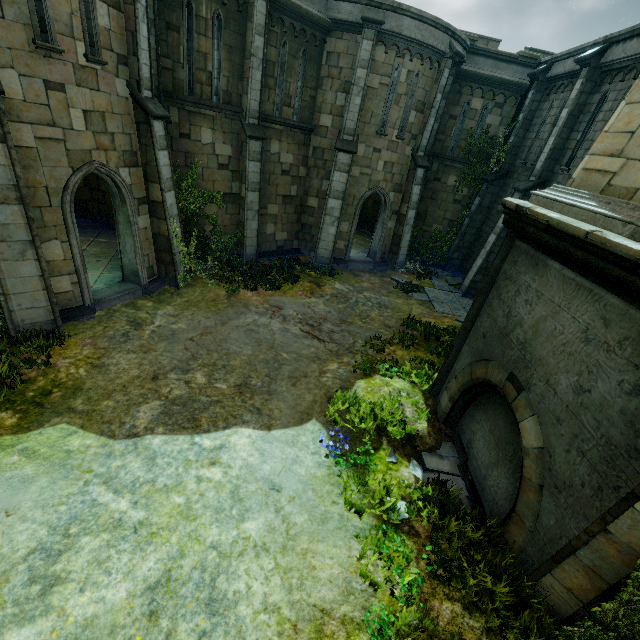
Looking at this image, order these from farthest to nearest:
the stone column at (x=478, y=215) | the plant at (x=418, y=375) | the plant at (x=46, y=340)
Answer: the stone column at (x=478, y=215)
the plant at (x=418, y=375)
the plant at (x=46, y=340)

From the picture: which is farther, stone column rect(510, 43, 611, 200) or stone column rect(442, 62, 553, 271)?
stone column rect(442, 62, 553, 271)

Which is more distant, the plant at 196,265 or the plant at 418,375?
the plant at 196,265

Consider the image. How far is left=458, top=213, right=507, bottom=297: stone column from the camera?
14.6m

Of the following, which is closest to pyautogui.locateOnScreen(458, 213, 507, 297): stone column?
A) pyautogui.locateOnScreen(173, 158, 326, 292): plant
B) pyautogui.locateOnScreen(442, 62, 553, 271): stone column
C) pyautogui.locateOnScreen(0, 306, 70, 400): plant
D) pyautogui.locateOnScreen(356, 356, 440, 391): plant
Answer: pyautogui.locateOnScreen(442, 62, 553, 271): stone column

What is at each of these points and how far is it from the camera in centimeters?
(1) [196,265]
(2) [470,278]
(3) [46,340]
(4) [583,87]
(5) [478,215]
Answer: (1) plant, 1255cm
(2) stone column, 1580cm
(3) plant, 776cm
(4) stone column, 1179cm
(5) stone column, 1739cm

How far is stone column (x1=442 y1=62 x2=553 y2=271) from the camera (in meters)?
14.62

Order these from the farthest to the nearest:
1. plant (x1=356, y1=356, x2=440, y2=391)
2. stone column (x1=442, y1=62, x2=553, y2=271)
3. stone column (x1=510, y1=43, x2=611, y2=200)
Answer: stone column (x1=442, y1=62, x2=553, y2=271) < stone column (x1=510, y1=43, x2=611, y2=200) < plant (x1=356, y1=356, x2=440, y2=391)
